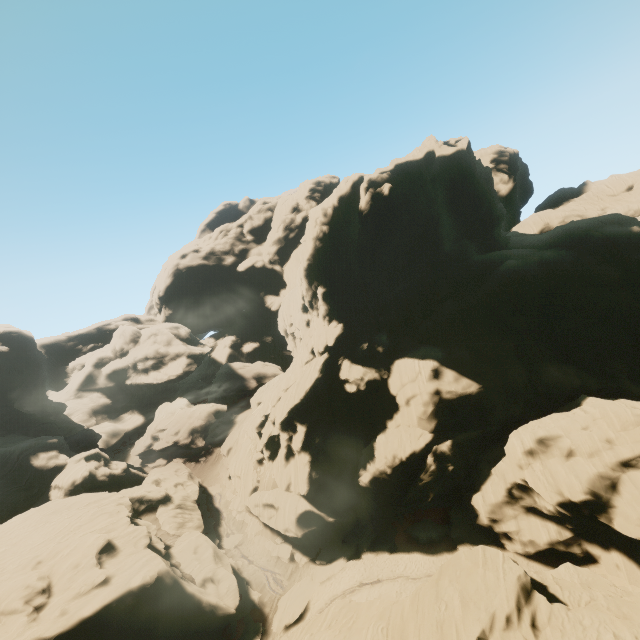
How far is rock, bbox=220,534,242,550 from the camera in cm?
4147

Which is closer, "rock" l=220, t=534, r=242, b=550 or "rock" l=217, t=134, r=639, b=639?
"rock" l=217, t=134, r=639, b=639

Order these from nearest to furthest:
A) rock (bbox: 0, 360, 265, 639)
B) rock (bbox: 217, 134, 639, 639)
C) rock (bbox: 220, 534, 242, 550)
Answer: rock (bbox: 217, 134, 639, 639) → rock (bbox: 0, 360, 265, 639) → rock (bbox: 220, 534, 242, 550)

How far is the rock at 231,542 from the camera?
41.5m

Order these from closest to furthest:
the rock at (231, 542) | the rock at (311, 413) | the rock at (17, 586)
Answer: the rock at (311, 413) < the rock at (17, 586) < the rock at (231, 542)

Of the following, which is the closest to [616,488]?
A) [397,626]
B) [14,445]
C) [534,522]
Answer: [534,522]
